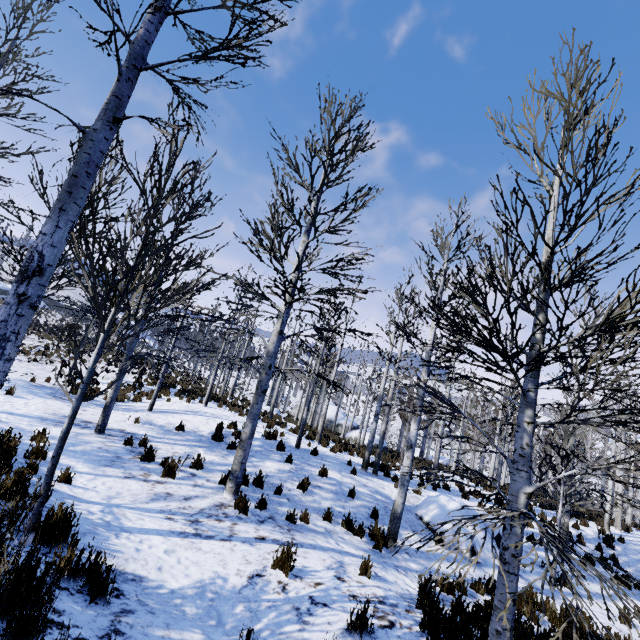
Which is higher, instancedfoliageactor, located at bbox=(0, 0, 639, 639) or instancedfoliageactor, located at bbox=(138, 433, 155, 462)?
instancedfoliageactor, located at bbox=(138, 433, 155, 462)

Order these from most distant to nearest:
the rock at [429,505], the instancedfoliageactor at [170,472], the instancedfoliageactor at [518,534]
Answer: the rock at [429,505] < the instancedfoliageactor at [170,472] < the instancedfoliageactor at [518,534]

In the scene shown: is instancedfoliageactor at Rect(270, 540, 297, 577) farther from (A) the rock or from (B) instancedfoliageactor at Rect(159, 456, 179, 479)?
(A) the rock

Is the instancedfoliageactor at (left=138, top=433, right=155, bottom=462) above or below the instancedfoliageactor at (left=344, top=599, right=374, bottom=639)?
below

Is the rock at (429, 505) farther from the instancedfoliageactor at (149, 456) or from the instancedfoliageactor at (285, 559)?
the instancedfoliageactor at (285, 559)

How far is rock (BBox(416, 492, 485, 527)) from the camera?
9.4m

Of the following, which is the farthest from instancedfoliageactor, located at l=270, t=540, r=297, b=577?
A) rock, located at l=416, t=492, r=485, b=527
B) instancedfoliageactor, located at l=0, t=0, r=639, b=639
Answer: rock, located at l=416, t=492, r=485, b=527

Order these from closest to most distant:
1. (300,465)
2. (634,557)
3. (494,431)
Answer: (300,465), (634,557), (494,431)
